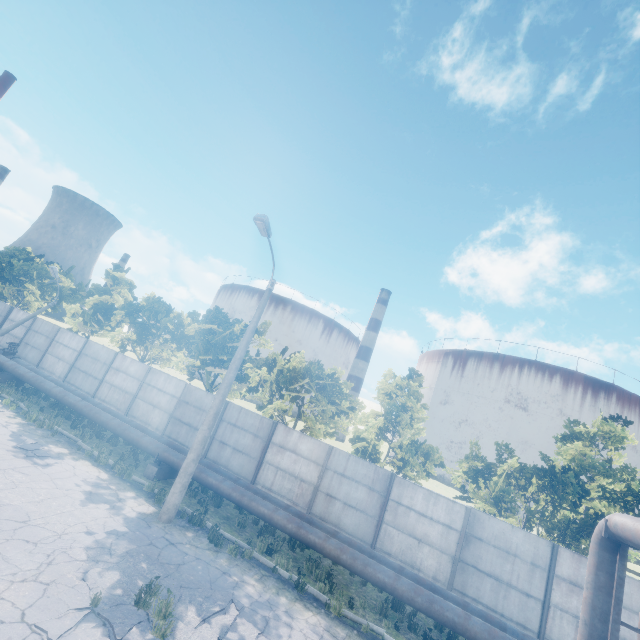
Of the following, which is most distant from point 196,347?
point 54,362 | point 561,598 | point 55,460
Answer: point 561,598

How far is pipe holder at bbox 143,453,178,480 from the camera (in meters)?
13.02

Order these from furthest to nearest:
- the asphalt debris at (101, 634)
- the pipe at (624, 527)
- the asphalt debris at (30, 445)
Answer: the asphalt debris at (30, 445)
the pipe at (624, 527)
the asphalt debris at (101, 634)

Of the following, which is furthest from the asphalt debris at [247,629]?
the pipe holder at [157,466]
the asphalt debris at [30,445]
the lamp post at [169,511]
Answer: the asphalt debris at [30,445]

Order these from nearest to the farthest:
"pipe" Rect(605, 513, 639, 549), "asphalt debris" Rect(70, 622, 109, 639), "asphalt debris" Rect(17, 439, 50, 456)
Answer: "asphalt debris" Rect(70, 622, 109, 639) → "pipe" Rect(605, 513, 639, 549) → "asphalt debris" Rect(17, 439, 50, 456)

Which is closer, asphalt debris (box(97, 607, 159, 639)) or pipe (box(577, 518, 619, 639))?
asphalt debris (box(97, 607, 159, 639))

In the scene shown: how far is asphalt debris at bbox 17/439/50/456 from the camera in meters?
11.2 m

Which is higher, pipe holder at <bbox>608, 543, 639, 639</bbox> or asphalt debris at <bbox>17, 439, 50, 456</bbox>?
pipe holder at <bbox>608, 543, 639, 639</bbox>
